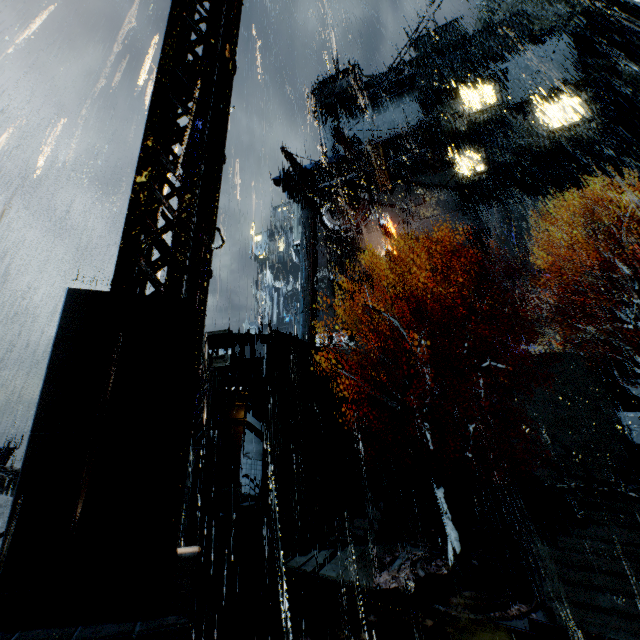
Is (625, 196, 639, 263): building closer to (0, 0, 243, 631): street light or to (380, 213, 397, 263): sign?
(380, 213, 397, 263): sign

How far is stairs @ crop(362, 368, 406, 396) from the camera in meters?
28.2 m

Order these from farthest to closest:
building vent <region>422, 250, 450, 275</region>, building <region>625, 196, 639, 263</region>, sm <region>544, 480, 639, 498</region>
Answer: building vent <region>422, 250, 450, 275</region> < building <region>625, 196, 639, 263</region> < sm <region>544, 480, 639, 498</region>

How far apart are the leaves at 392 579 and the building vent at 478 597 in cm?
0

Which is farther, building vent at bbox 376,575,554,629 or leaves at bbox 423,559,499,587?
leaves at bbox 423,559,499,587

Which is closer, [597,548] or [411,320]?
[597,548]

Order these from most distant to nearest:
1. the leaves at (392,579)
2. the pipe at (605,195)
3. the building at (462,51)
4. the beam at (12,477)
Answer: the building at (462,51), the pipe at (605,195), the beam at (12,477), the leaves at (392,579)

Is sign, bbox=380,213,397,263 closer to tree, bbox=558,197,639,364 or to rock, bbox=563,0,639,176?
tree, bbox=558,197,639,364
